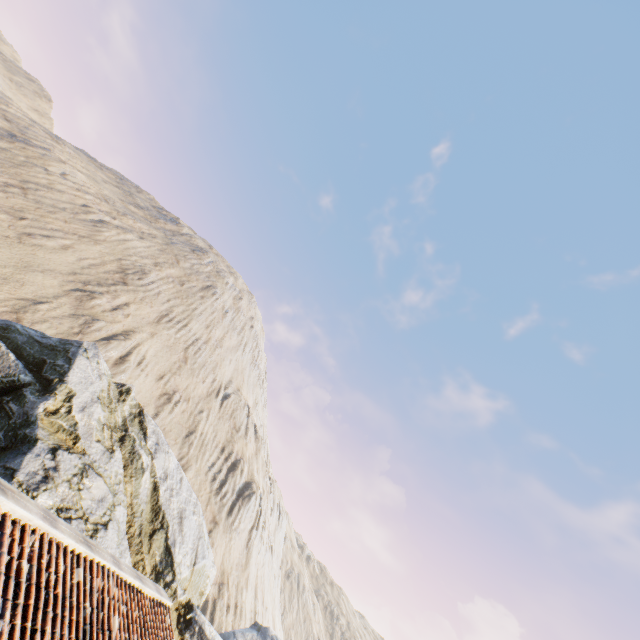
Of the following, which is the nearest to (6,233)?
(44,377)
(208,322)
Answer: (44,377)
